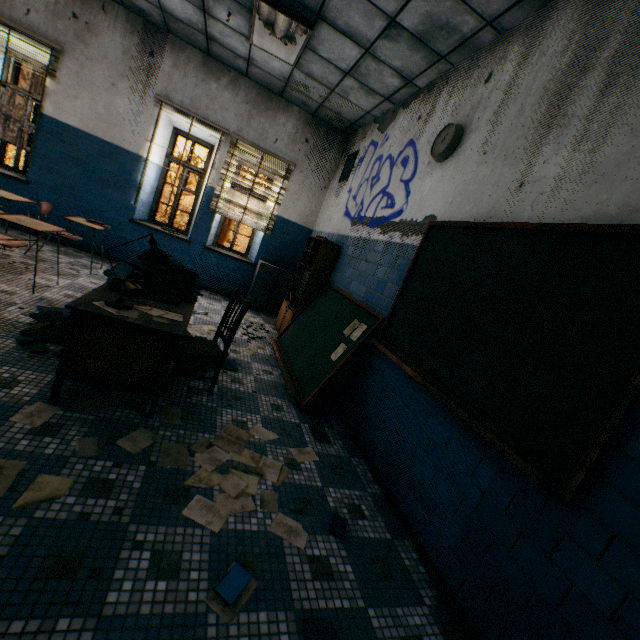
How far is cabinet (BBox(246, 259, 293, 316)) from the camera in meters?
6.5 m

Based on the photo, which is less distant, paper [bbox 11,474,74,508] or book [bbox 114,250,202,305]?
paper [bbox 11,474,74,508]

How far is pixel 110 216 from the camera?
5.89m

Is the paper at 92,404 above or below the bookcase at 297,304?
below

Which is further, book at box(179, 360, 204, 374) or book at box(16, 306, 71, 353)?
book at box(179, 360, 204, 374)

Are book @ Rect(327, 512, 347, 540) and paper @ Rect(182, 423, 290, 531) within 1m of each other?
yes

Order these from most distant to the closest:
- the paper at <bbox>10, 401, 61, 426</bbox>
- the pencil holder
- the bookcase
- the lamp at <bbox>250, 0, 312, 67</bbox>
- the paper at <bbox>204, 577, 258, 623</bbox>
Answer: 1. the bookcase
2. the lamp at <bbox>250, 0, 312, 67</bbox>
3. the pencil holder
4. the paper at <bbox>10, 401, 61, 426</bbox>
5. the paper at <bbox>204, 577, 258, 623</bbox>

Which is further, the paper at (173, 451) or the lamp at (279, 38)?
the lamp at (279, 38)
